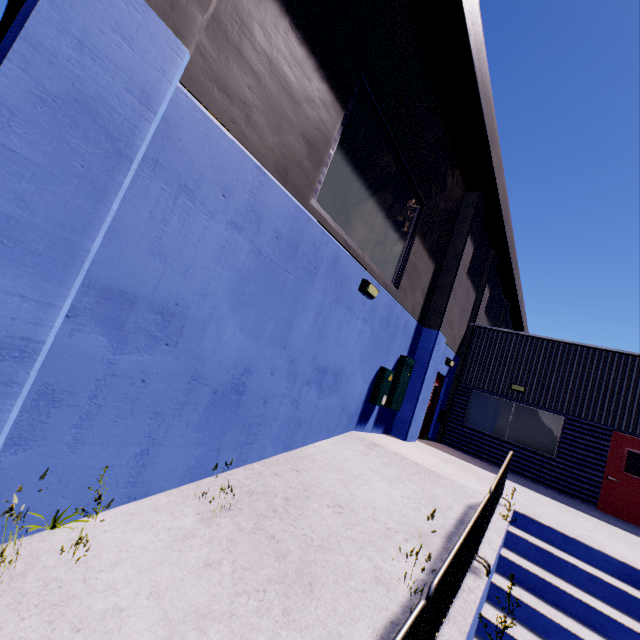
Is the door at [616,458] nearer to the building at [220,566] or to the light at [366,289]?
the building at [220,566]

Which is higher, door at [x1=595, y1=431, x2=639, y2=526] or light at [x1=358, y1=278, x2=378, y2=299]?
light at [x1=358, y1=278, x2=378, y2=299]

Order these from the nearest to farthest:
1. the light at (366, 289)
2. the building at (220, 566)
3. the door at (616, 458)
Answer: the building at (220, 566), the light at (366, 289), the door at (616, 458)

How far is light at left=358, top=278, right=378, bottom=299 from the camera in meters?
6.4 m

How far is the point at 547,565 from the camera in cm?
491

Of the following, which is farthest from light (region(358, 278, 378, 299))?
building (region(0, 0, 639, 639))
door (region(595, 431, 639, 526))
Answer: door (region(595, 431, 639, 526))

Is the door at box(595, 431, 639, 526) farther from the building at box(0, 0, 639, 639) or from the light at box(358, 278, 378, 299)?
the light at box(358, 278, 378, 299)
